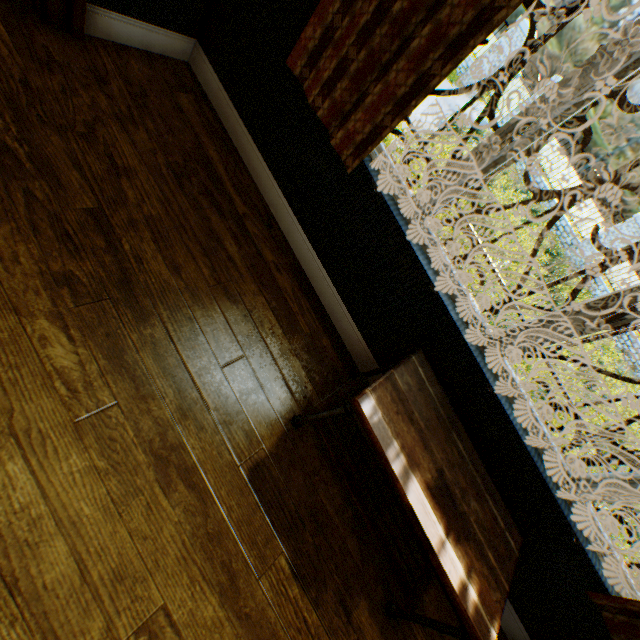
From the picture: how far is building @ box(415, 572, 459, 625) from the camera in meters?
1.9

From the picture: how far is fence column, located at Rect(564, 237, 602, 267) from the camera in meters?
11.9

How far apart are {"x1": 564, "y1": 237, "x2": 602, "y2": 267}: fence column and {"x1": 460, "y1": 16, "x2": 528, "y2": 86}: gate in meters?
7.0

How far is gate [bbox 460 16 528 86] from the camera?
11.2 meters

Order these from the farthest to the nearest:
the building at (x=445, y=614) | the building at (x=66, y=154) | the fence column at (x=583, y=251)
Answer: the fence column at (x=583, y=251) → the building at (x=445, y=614) → the building at (x=66, y=154)

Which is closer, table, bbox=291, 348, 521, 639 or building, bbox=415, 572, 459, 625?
table, bbox=291, 348, 521, 639

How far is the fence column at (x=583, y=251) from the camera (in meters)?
11.91

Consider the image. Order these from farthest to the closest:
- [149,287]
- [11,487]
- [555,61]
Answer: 1. [555,61]
2. [149,287]
3. [11,487]
